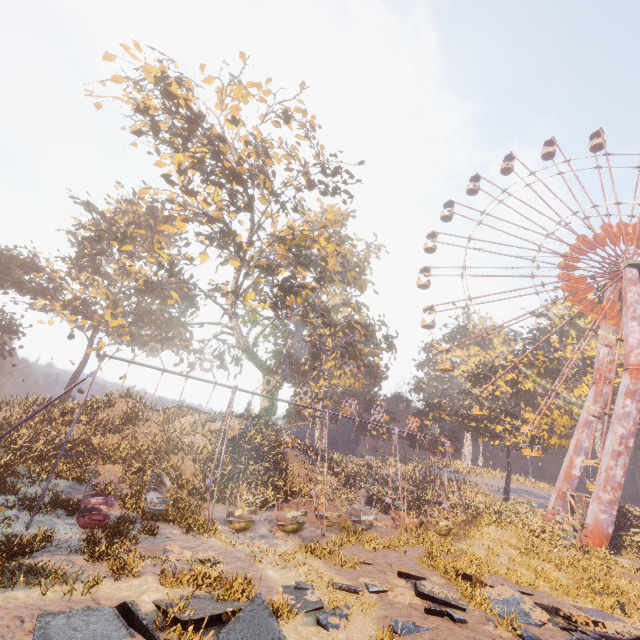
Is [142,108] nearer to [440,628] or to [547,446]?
[440,628]

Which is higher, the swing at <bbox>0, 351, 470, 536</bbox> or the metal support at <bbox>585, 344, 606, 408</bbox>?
the metal support at <bbox>585, 344, 606, 408</bbox>

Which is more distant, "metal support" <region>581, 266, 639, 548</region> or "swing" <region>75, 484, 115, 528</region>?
"metal support" <region>581, 266, 639, 548</region>

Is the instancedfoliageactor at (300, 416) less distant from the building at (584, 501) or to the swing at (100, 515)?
the swing at (100, 515)

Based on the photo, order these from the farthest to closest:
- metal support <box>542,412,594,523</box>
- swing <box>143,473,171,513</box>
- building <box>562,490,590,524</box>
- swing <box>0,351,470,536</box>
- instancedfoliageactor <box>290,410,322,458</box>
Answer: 1. metal support <box>542,412,594,523</box>
2. instancedfoliageactor <box>290,410,322,458</box>
3. building <box>562,490,590,524</box>
4. swing <box>143,473,171,513</box>
5. swing <box>0,351,470,536</box>

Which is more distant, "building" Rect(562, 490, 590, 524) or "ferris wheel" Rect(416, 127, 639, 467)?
"ferris wheel" Rect(416, 127, 639, 467)

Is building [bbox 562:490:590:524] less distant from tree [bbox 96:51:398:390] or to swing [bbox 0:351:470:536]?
swing [bbox 0:351:470:536]

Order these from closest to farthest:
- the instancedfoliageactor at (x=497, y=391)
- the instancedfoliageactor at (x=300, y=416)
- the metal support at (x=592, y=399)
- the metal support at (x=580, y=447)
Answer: the instancedfoliageactor at (x=497, y=391), the instancedfoliageactor at (x=300, y=416), the metal support at (x=580, y=447), the metal support at (x=592, y=399)
